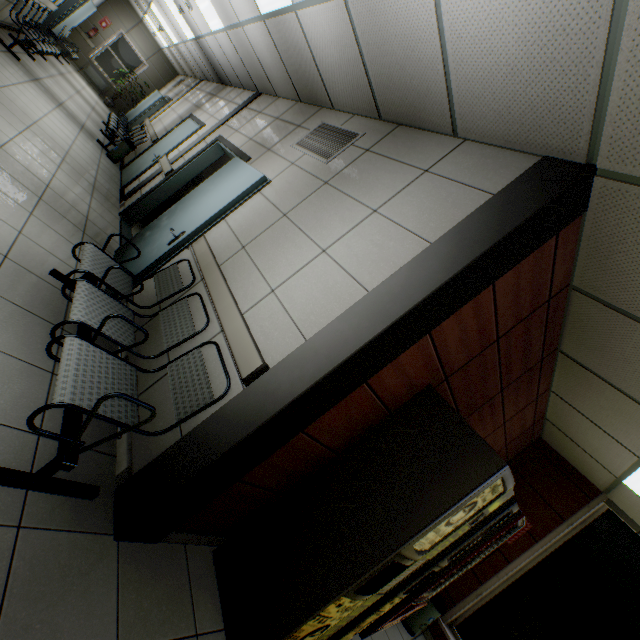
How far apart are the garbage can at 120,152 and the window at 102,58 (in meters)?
9.40

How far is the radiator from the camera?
13.01m

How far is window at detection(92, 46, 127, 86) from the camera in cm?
1309

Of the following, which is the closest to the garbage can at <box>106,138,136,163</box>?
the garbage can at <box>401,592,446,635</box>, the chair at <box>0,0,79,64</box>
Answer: the chair at <box>0,0,79,64</box>

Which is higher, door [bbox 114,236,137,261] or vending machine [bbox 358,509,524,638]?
vending machine [bbox 358,509,524,638]

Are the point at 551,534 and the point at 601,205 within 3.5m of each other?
no

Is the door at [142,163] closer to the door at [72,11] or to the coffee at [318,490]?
the door at [72,11]

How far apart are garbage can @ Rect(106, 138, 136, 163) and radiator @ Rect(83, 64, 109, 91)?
9.2 meters
